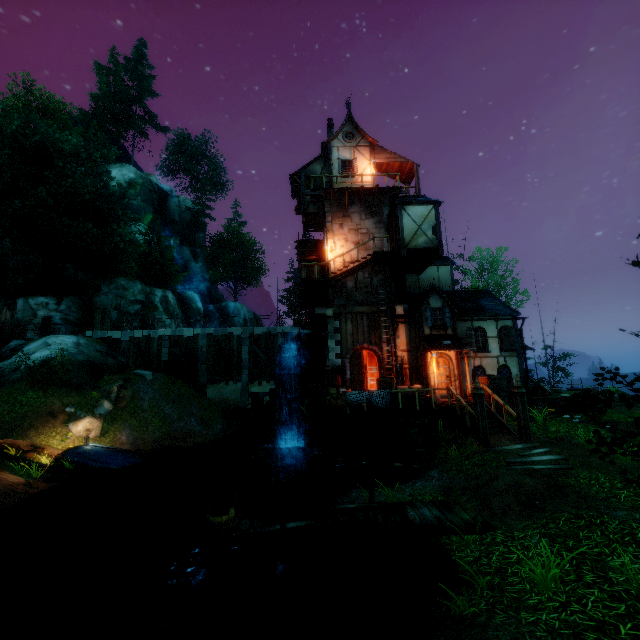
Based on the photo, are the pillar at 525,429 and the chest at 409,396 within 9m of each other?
yes

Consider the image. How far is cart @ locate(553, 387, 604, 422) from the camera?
14.0m

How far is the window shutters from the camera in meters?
18.5 m

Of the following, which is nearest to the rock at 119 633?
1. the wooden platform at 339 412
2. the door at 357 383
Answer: the wooden platform at 339 412

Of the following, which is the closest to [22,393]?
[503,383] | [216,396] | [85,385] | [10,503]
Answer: [85,385]

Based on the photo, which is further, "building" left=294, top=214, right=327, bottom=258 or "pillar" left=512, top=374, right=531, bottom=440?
"building" left=294, top=214, right=327, bottom=258

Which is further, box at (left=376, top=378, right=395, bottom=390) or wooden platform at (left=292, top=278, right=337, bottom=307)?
wooden platform at (left=292, top=278, right=337, bottom=307)

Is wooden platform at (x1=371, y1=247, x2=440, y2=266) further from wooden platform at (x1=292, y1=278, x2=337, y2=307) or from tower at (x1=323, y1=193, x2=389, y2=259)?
wooden platform at (x1=292, y1=278, x2=337, y2=307)
